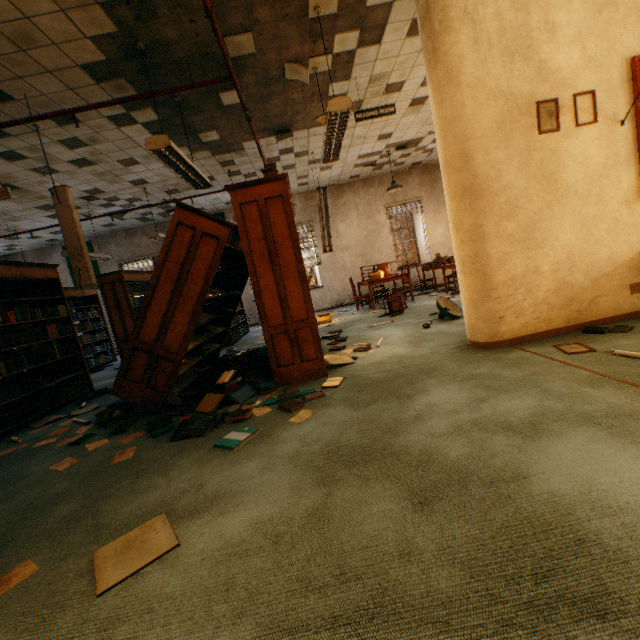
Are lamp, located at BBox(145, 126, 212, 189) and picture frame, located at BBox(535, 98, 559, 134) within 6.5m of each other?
yes

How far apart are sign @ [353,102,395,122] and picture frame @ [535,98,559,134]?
2.42m

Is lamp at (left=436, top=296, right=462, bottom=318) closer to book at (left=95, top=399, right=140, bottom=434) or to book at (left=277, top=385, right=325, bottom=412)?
book at (left=277, top=385, right=325, bottom=412)

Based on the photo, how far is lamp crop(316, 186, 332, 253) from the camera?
7.6 meters

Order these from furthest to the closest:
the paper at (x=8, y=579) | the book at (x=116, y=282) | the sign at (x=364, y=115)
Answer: the book at (x=116, y=282) → the sign at (x=364, y=115) → the paper at (x=8, y=579)

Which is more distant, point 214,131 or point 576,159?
point 214,131

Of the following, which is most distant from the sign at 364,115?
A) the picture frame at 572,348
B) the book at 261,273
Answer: the picture frame at 572,348

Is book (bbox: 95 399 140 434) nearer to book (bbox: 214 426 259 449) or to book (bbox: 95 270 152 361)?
book (bbox: 214 426 259 449)
